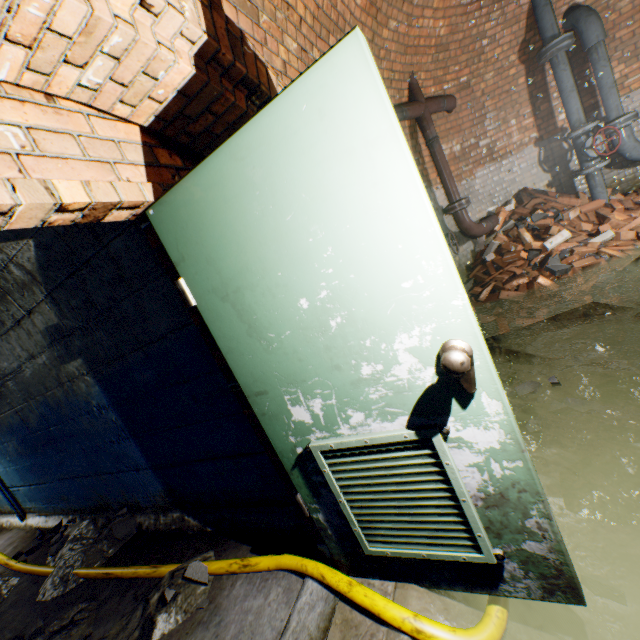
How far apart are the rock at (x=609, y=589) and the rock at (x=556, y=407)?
1.1m

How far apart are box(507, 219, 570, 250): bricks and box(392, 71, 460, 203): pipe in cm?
92

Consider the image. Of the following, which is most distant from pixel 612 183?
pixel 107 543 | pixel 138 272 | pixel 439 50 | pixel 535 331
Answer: pixel 107 543

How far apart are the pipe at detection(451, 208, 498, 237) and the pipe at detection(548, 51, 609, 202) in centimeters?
133cm

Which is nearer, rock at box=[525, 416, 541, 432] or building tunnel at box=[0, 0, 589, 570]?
building tunnel at box=[0, 0, 589, 570]

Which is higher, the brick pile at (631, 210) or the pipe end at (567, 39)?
the pipe end at (567, 39)

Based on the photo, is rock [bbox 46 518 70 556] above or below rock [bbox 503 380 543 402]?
above

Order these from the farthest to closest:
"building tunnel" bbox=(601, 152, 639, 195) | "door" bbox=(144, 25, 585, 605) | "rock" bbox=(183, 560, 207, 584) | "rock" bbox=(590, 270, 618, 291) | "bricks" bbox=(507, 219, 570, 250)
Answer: "building tunnel" bbox=(601, 152, 639, 195) < "bricks" bbox=(507, 219, 570, 250) < "rock" bbox=(590, 270, 618, 291) < "rock" bbox=(183, 560, 207, 584) < "door" bbox=(144, 25, 585, 605)
